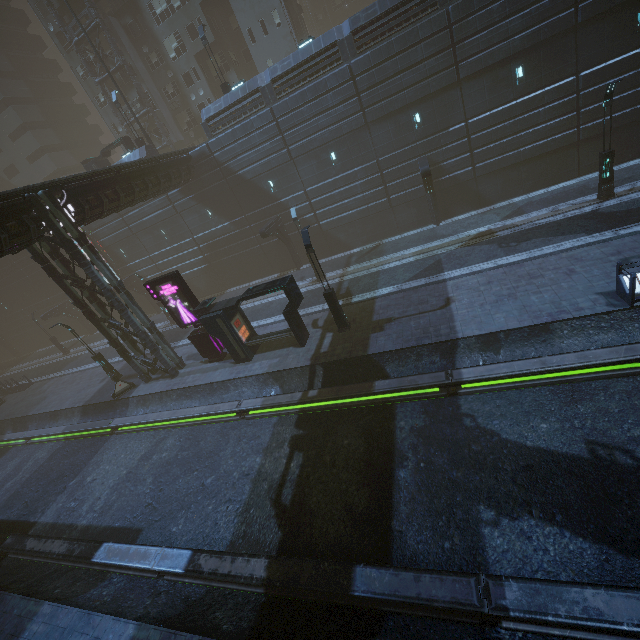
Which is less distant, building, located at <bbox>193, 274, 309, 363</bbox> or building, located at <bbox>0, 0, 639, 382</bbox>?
building, located at <bbox>193, 274, 309, 363</bbox>

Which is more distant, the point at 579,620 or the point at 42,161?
the point at 42,161

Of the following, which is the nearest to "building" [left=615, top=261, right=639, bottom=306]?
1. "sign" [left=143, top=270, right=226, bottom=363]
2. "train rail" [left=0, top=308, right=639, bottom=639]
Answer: "train rail" [left=0, top=308, right=639, bottom=639]

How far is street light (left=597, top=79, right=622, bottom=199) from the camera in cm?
1521

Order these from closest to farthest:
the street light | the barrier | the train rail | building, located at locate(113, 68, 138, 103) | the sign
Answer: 1. the train rail
2. the street light
3. the sign
4. the barrier
5. building, located at locate(113, 68, 138, 103)

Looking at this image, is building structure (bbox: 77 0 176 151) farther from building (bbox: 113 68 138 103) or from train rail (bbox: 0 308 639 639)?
train rail (bbox: 0 308 639 639)

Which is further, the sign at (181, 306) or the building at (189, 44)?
the building at (189, 44)
